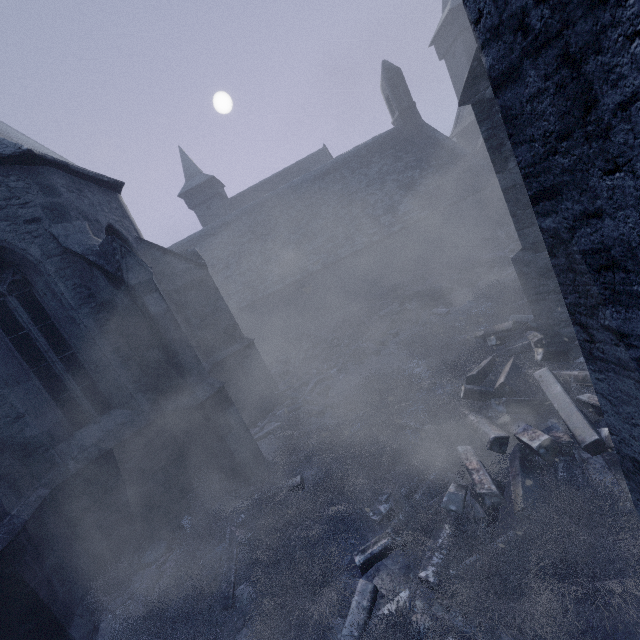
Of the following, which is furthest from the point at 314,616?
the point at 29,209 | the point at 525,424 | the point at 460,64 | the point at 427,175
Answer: the point at 460,64

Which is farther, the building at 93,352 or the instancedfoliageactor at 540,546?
the instancedfoliageactor at 540,546

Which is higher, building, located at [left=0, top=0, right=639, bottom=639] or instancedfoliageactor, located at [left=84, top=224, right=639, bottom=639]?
building, located at [left=0, top=0, right=639, bottom=639]

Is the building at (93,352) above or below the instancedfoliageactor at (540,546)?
above

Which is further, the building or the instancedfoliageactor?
the instancedfoliageactor
